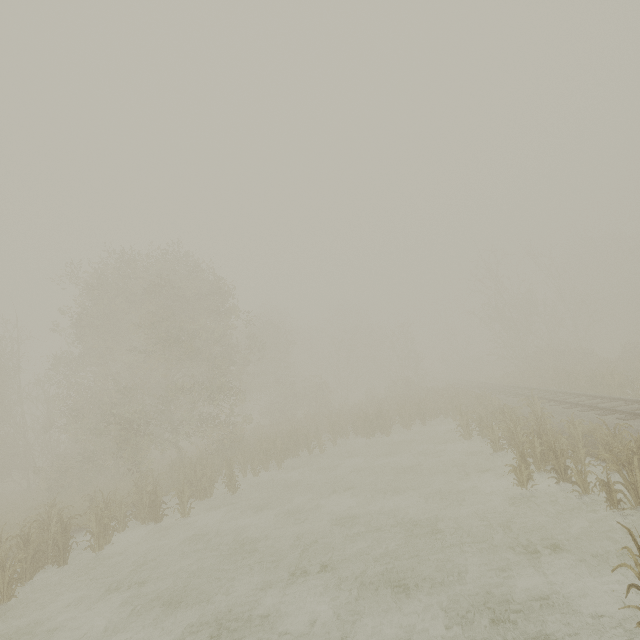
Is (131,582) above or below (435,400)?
below
